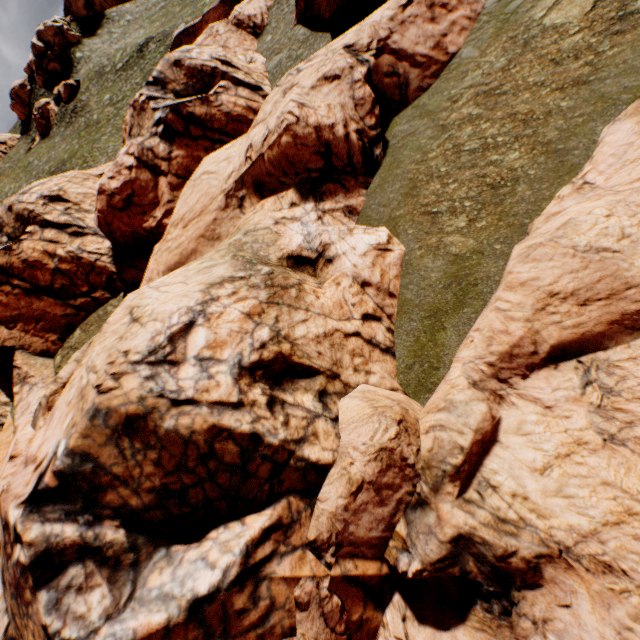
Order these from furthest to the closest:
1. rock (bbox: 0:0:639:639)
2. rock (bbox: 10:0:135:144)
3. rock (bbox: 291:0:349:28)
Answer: rock (bbox: 10:0:135:144), rock (bbox: 291:0:349:28), rock (bbox: 0:0:639:639)

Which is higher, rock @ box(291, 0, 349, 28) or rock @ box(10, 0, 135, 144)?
rock @ box(10, 0, 135, 144)

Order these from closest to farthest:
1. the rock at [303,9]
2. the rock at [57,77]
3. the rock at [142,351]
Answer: the rock at [142,351]
the rock at [303,9]
the rock at [57,77]

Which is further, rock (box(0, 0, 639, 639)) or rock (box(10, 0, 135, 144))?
rock (box(10, 0, 135, 144))

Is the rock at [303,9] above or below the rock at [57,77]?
below

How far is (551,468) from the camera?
A: 6.4 meters

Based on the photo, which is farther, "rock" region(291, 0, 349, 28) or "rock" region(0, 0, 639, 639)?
"rock" region(291, 0, 349, 28)
